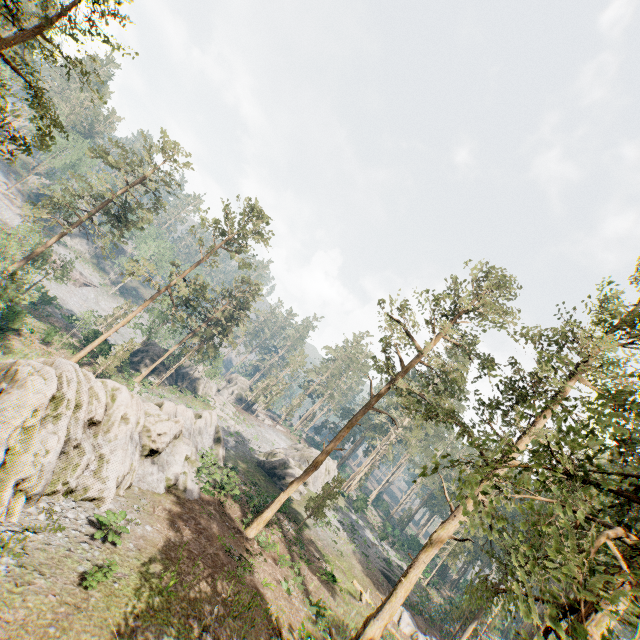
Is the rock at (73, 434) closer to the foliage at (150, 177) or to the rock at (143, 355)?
the foliage at (150, 177)

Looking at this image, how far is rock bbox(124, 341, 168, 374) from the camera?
49.0 meters

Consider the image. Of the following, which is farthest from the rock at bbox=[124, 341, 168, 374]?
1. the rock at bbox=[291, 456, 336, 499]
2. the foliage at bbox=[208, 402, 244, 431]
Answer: the rock at bbox=[291, 456, 336, 499]

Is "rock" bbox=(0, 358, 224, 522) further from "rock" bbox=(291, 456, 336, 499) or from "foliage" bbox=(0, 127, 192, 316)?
"rock" bbox=(291, 456, 336, 499)

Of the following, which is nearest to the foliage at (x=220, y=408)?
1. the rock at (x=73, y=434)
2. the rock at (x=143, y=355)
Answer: the rock at (x=73, y=434)

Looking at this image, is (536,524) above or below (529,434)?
below

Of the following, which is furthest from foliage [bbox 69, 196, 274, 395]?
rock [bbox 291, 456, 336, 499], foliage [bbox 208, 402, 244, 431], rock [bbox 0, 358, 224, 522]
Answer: foliage [bbox 208, 402, 244, 431]

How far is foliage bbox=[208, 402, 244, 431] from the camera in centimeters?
5167cm
